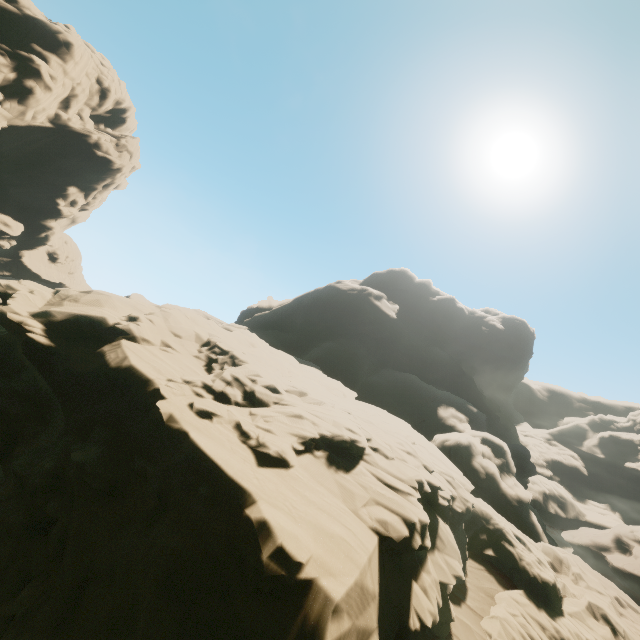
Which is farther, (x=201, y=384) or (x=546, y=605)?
(x=546, y=605)
